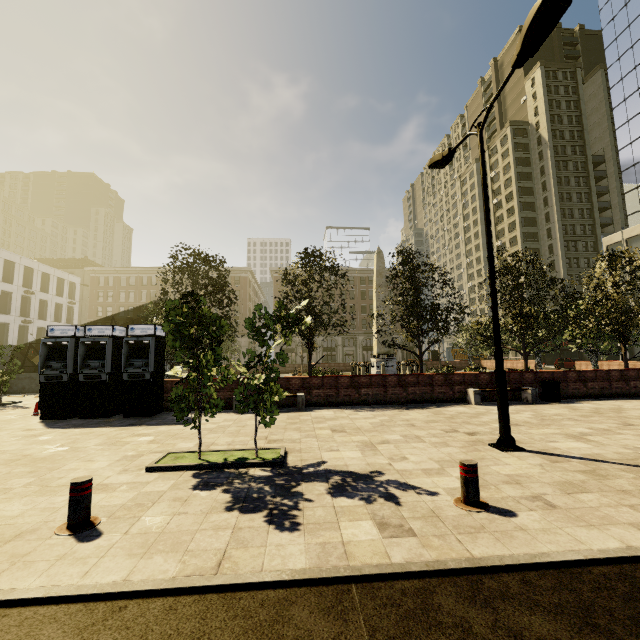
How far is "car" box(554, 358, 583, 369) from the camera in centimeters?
3616cm

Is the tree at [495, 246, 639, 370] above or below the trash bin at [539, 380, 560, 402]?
above

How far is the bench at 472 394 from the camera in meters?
12.7 m

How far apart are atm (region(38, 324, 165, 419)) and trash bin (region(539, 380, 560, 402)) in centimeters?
1693cm

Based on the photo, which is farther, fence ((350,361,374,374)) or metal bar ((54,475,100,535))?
fence ((350,361,374,374))

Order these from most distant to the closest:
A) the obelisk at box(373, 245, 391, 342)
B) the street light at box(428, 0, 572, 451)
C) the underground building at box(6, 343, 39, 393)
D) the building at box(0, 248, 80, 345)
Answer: the building at box(0, 248, 80, 345) → the obelisk at box(373, 245, 391, 342) → the underground building at box(6, 343, 39, 393) → the street light at box(428, 0, 572, 451)

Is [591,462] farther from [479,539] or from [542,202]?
[542,202]

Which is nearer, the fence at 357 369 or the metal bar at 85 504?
the metal bar at 85 504
